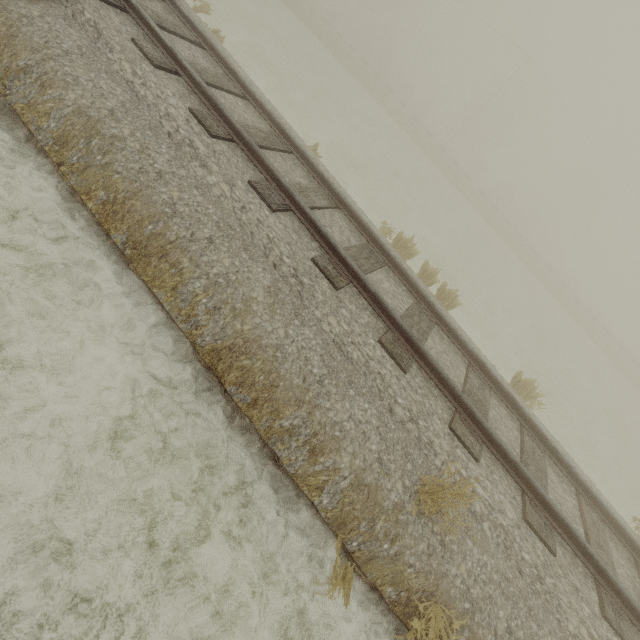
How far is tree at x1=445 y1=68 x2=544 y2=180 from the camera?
48.97m

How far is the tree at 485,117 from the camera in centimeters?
4897cm

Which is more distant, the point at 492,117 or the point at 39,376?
the point at 492,117
